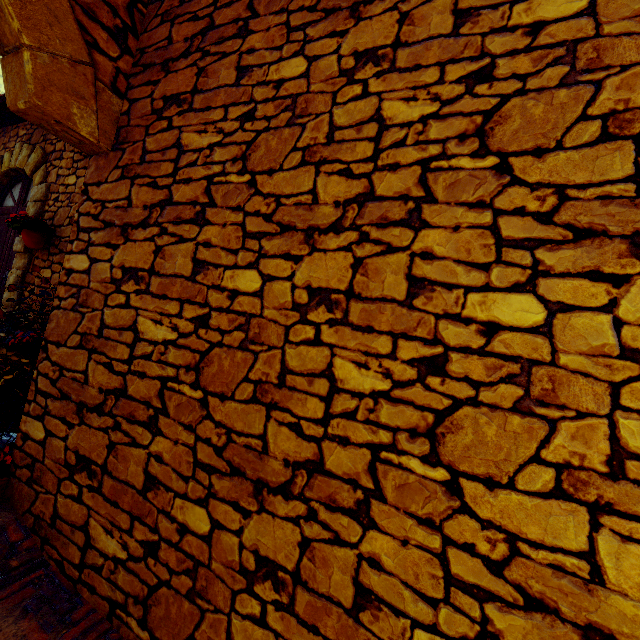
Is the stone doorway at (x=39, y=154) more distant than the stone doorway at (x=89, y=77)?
Yes

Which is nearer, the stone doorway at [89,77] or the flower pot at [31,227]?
the stone doorway at [89,77]

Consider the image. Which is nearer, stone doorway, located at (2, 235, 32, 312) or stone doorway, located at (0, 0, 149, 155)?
stone doorway, located at (0, 0, 149, 155)

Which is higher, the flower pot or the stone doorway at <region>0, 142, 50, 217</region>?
the stone doorway at <region>0, 142, 50, 217</region>

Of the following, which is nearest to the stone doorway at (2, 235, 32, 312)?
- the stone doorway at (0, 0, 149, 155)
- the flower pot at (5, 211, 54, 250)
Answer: the flower pot at (5, 211, 54, 250)

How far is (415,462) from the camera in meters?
1.2 m
